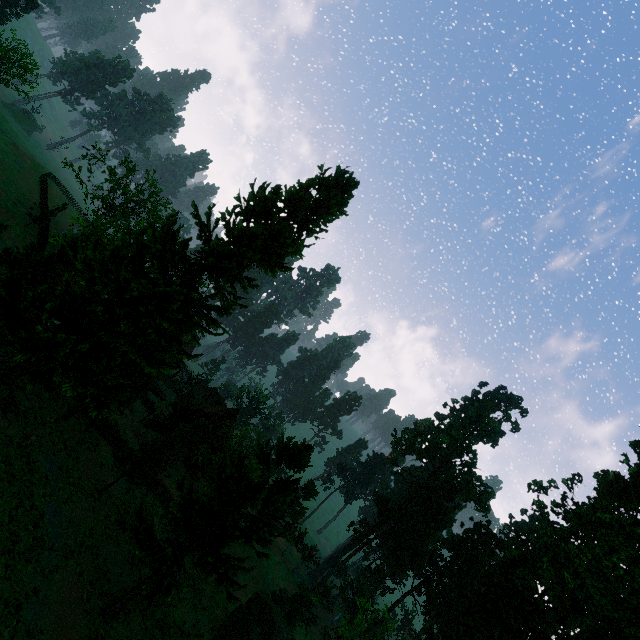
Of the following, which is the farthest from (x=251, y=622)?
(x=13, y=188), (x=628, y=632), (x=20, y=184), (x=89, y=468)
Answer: (x=20, y=184)

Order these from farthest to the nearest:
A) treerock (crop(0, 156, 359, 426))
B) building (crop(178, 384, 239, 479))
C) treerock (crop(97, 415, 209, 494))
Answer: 1. building (crop(178, 384, 239, 479))
2. treerock (crop(97, 415, 209, 494))
3. treerock (crop(0, 156, 359, 426))

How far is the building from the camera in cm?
4097

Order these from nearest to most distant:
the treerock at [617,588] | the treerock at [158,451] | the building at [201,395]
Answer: the treerock at [617,588]
the treerock at [158,451]
the building at [201,395]

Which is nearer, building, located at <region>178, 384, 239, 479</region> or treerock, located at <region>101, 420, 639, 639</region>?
treerock, located at <region>101, 420, 639, 639</region>

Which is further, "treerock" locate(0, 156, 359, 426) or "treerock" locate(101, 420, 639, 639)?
"treerock" locate(101, 420, 639, 639)

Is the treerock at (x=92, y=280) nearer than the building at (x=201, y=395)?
Yes

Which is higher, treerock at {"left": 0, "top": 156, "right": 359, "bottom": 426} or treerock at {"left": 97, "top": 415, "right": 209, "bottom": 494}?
treerock at {"left": 0, "top": 156, "right": 359, "bottom": 426}
